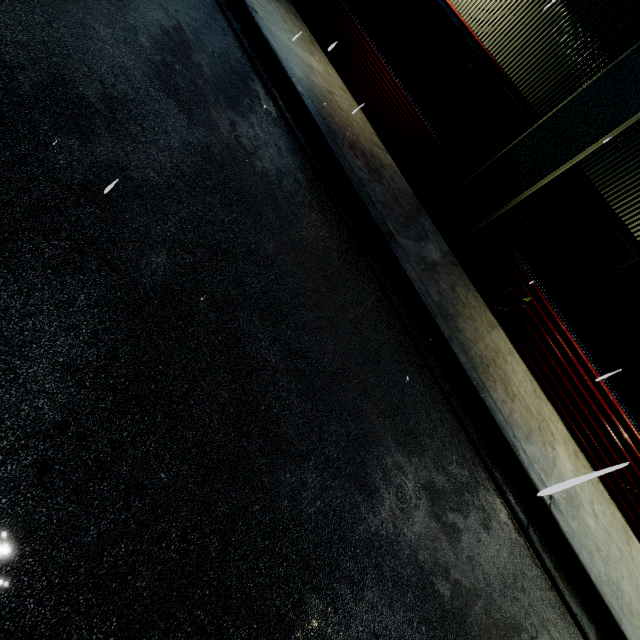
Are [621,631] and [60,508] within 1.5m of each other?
no
